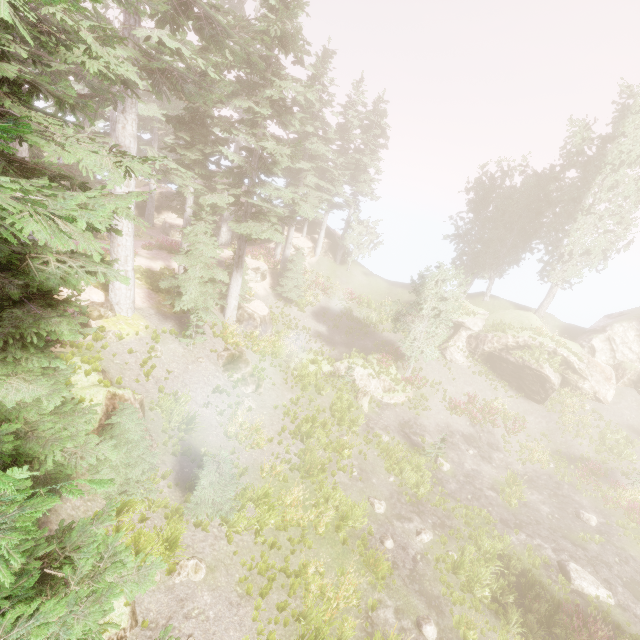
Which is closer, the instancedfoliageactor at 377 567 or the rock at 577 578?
the instancedfoliageactor at 377 567

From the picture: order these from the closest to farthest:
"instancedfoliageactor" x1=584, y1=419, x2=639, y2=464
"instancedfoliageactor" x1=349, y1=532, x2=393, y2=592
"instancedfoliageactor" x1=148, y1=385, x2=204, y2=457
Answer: "instancedfoliageactor" x1=349, y1=532, x2=393, y2=592
"instancedfoliageactor" x1=148, y1=385, x2=204, y2=457
"instancedfoliageactor" x1=584, y1=419, x2=639, y2=464

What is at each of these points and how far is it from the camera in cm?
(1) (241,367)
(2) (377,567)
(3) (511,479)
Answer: (1) rock, 1833
(2) instancedfoliageactor, 1261
(3) instancedfoliageactor, 2031

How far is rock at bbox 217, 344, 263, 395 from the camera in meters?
17.9 m

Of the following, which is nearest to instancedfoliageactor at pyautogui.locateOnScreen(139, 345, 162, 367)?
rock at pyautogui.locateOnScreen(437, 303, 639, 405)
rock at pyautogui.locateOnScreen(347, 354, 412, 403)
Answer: rock at pyautogui.locateOnScreen(437, 303, 639, 405)

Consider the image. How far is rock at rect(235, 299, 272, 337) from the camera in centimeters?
2323cm

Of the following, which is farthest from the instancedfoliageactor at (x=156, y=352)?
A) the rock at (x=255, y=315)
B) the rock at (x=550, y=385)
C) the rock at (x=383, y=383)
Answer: the rock at (x=383, y=383)

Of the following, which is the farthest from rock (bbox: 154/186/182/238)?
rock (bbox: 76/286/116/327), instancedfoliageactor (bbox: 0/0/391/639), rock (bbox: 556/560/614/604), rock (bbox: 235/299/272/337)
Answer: rock (bbox: 556/560/614/604)
